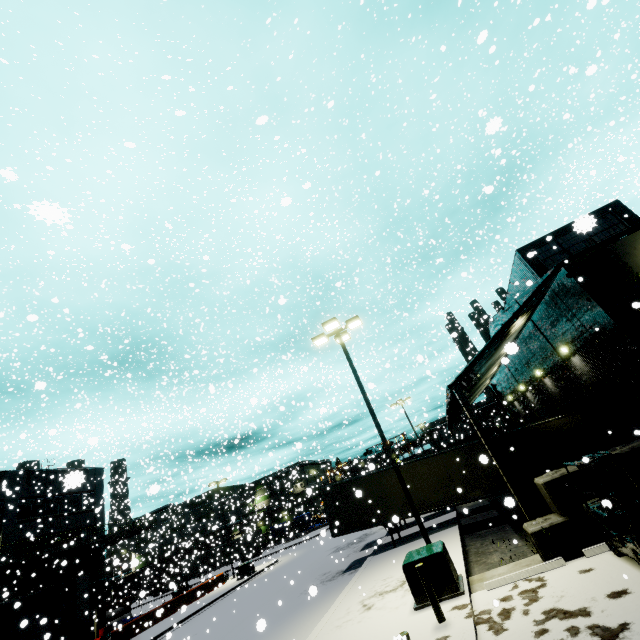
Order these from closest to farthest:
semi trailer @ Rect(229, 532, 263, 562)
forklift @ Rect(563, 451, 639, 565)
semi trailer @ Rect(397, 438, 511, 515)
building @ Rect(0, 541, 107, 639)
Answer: forklift @ Rect(563, 451, 639, 565) → semi trailer @ Rect(397, 438, 511, 515) → building @ Rect(0, 541, 107, 639) → semi trailer @ Rect(229, 532, 263, 562)

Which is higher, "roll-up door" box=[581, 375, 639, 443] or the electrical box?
"roll-up door" box=[581, 375, 639, 443]

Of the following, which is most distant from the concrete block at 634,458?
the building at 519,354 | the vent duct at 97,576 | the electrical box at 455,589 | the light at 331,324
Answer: the vent duct at 97,576

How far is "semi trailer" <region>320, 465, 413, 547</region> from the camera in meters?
18.4

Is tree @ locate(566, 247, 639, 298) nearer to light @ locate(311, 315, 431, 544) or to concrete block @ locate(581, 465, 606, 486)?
concrete block @ locate(581, 465, 606, 486)

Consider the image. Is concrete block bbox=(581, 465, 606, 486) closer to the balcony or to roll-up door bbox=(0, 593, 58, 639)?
roll-up door bbox=(0, 593, 58, 639)

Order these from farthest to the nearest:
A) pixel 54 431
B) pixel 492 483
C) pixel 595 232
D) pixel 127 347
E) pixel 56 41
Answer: pixel 56 41, pixel 127 347, pixel 492 483, pixel 595 232, pixel 54 431

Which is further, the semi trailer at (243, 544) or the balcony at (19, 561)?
the semi trailer at (243, 544)
